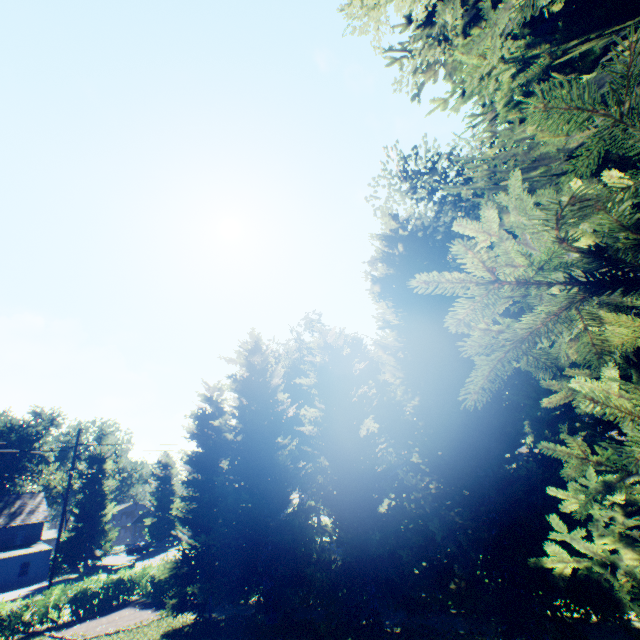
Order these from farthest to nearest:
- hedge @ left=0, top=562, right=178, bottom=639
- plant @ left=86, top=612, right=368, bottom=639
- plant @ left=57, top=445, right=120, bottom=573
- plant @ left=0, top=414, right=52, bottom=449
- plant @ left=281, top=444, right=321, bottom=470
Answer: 1. plant @ left=0, top=414, right=52, bottom=449
2. plant @ left=57, top=445, right=120, bottom=573
3. plant @ left=281, top=444, right=321, bottom=470
4. hedge @ left=0, top=562, right=178, bottom=639
5. plant @ left=86, top=612, right=368, bottom=639

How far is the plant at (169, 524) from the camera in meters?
57.6

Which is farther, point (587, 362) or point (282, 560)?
point (282, 560)

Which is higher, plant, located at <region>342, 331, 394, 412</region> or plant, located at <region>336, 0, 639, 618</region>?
plant, located at <region>342, 331, 394, 412</region>

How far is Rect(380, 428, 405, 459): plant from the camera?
37.60m

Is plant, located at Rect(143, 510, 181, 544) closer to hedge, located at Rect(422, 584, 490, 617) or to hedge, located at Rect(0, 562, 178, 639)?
hedge, located at Rect(0, 562, 178, 639)
